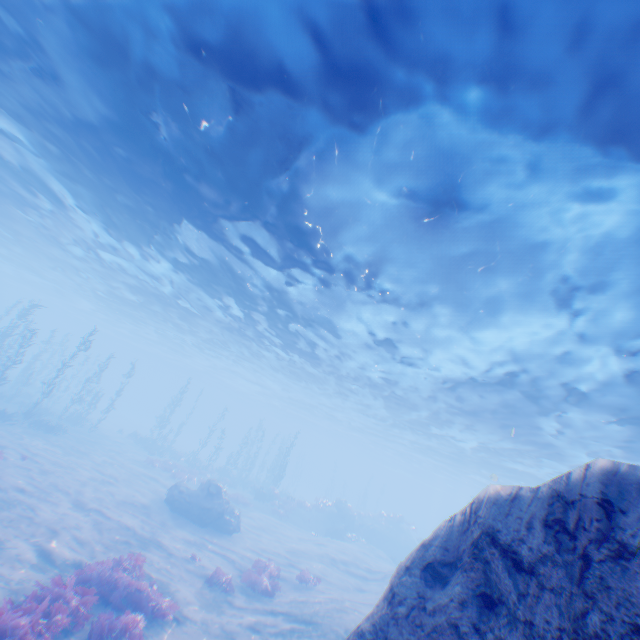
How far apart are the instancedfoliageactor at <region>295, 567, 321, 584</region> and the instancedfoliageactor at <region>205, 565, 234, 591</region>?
4.2 meters

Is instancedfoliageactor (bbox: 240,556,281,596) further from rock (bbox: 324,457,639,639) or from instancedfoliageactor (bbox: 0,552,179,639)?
rock (bbox: 324,457,639,639)

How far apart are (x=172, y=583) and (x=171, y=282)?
17.67m

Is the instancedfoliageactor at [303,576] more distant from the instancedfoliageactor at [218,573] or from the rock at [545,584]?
the rock at [545,584]

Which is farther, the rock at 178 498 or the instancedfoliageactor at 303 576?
the rock at 178 498

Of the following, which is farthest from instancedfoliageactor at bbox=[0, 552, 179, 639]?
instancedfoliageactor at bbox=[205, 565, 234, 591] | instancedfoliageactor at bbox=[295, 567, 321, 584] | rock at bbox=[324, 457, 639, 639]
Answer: instancedfoliageactor at bbox=[295, 567, 321, 584]

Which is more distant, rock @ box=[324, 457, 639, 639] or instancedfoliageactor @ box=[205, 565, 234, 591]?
instancedfoliageactor @ box=[205, 565, 234, 591]

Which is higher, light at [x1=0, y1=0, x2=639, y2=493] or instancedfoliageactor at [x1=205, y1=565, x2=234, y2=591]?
light at [x1=0, y1=0, x2=639, y2=493]
